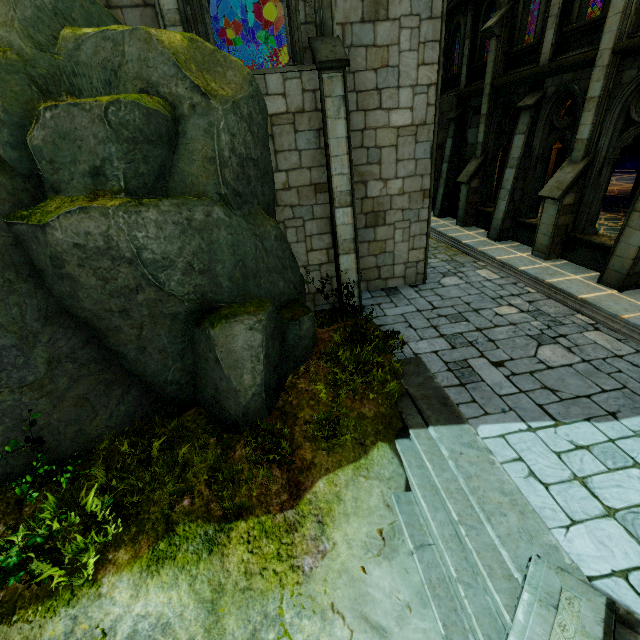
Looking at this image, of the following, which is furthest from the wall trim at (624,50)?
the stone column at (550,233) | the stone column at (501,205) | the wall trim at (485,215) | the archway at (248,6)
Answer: the archway at (248,6)

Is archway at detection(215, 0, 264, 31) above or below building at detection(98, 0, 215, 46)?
above

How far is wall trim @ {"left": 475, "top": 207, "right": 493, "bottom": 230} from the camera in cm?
1386

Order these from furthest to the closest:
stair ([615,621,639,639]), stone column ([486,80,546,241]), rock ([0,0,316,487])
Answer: stone column ([486,80,546,241]) → rock ([0,0,316,487]) → stair ([615,621,639,639])

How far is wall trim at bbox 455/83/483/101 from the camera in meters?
13.1

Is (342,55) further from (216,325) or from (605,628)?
(605,628)

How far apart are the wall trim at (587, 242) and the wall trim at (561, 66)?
4.4m

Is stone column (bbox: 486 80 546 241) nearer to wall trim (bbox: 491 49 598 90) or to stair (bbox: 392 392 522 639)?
wall trim (bbox: 491 49 598 90)
